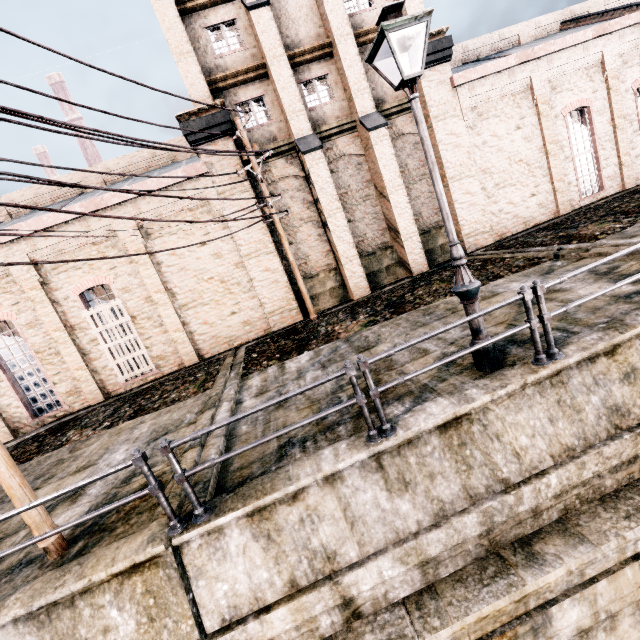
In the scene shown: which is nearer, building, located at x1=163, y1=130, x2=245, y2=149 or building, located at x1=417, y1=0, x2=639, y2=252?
building, located at x1=163, y1=130, x2=245, y2=149

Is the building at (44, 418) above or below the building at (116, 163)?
below

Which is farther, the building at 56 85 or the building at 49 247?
the building at 56 85

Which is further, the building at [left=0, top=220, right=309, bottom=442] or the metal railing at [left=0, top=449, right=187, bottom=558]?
the building at [left=0, top=220, right=309, bottom=442]

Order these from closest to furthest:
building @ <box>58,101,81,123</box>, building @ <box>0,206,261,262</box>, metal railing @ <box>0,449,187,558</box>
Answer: metal railing @ <box>0,449,187,558</box>
building @ <box>0,206,261,262</box>
building @ <box>58,101,81,123</box>

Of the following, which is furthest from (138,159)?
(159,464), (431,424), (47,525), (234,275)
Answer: (431,424)

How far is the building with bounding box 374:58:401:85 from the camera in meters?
15.6
